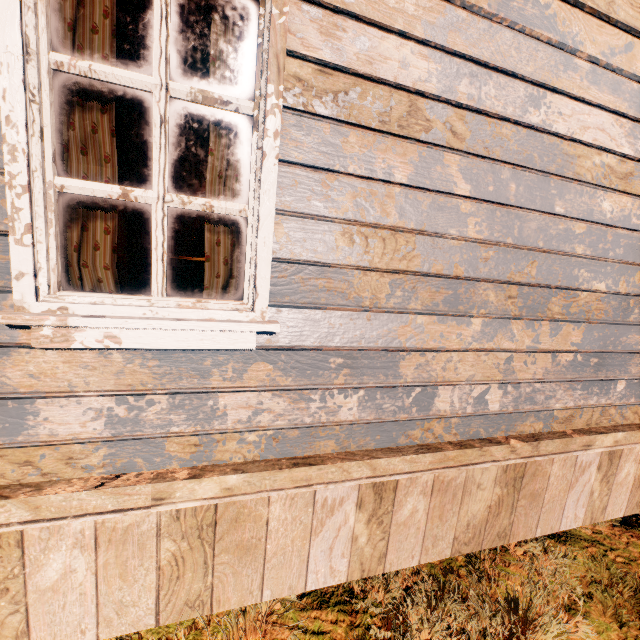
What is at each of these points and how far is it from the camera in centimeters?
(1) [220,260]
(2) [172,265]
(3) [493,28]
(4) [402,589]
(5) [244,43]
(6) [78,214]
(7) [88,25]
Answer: (1) curtain, 158cm
(2) desk, 423cm
(3) building, 161cm
(4) z, 224cm
(5) curtain, 143cm
(6) curtain, 137cm
(7) curtain, 127cm

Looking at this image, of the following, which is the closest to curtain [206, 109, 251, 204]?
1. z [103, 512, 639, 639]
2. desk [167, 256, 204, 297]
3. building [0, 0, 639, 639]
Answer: building [0, 0, 639, 639]

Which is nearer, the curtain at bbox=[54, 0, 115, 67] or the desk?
the curtain at bbox=[54, 0, 115, 67]

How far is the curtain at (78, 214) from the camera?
1.4 meters

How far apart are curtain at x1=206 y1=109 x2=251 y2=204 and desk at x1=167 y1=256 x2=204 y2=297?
3.0 meters

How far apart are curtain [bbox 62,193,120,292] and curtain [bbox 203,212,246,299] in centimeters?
37cm

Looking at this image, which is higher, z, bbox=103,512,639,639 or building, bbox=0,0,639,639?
building, bbox=0,0,639,639

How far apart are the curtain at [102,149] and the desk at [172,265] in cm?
288
